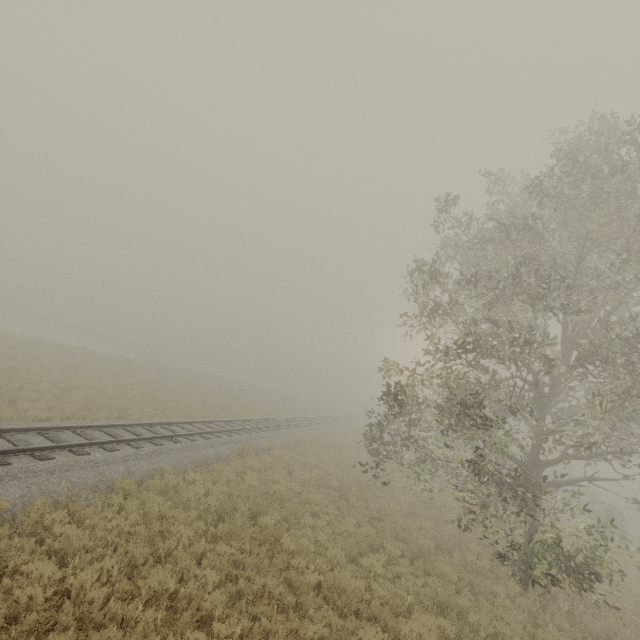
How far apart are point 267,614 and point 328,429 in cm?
2806
